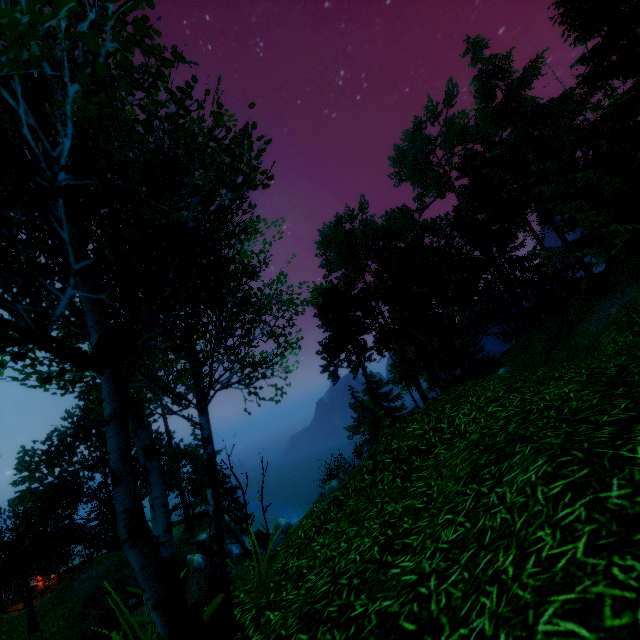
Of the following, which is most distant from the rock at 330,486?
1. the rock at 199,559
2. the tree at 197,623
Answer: the tree at 197,623

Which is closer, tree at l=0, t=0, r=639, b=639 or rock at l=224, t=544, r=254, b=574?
tree at l=0, t=0, r=639, b=639

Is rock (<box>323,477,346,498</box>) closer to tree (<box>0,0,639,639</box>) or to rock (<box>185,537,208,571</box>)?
rock (<box>185,537,208,571</box>)

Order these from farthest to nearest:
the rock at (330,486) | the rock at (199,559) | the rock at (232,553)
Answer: the rock at (199,559)
the rock at (330,486)
the rock at (232,553)

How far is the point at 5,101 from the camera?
3.7 meters

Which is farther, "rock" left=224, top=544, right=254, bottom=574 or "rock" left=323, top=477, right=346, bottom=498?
"rock" left=323, top=477, right=346, bottom=498

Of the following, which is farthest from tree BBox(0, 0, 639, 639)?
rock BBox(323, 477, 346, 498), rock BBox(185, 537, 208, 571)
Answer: rock BBox(323, 477, 346, 498)
